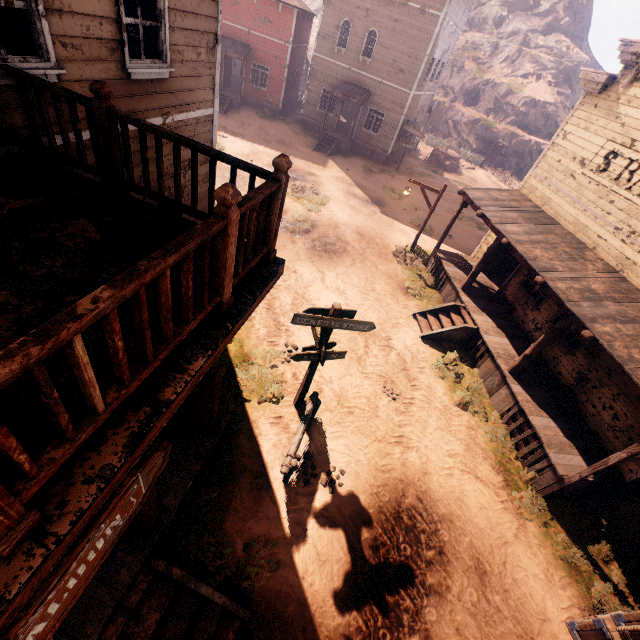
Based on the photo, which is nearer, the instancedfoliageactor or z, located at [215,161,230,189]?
z, located at [215,161,230,189]

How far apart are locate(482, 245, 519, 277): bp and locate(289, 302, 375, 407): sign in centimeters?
989cm

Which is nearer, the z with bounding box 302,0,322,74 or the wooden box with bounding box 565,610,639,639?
the wooden box with bounding box 565,610,639,639

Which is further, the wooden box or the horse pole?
the horse pole

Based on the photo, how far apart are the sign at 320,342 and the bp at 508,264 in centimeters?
989cm

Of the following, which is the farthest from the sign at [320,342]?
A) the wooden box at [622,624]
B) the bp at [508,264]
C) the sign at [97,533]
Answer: the bp at [508,264]

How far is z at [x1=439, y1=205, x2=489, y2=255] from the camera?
17.8 meters

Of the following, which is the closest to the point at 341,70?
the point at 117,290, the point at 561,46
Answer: the point at 117,290
